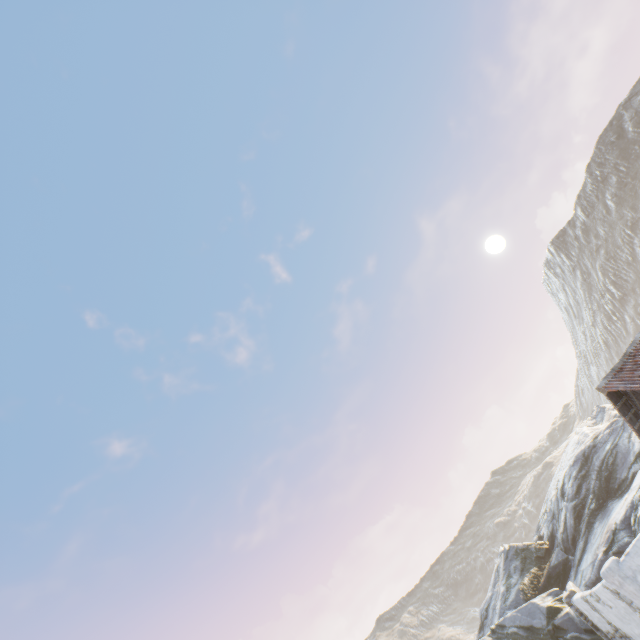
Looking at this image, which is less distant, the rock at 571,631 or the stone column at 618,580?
the stone column at 618,580

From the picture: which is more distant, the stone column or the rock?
the rock

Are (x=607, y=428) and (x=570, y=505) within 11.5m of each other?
yes
